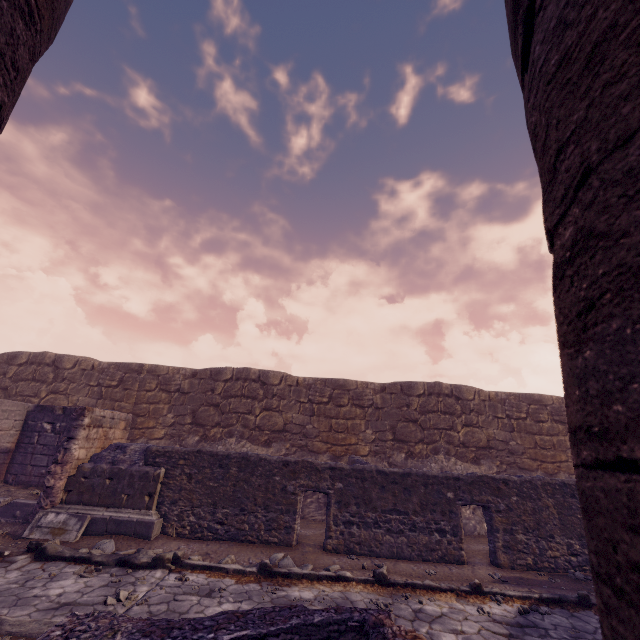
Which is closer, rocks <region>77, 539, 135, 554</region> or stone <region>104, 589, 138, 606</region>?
stone <region>104, 589, 138, 606</region>

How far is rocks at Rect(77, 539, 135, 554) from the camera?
6.3 meters

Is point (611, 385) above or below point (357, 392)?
below

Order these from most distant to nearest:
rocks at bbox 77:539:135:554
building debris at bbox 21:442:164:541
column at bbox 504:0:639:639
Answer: building debris at bbox 21:442:164:541
rocks at bbox 77:539:135:554
column at bbox 504:0:639:639

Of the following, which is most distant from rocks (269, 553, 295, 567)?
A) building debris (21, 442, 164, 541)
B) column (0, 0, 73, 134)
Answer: column (0, 0, 73, 134)

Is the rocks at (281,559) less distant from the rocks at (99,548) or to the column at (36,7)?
the rocks at (99,548)

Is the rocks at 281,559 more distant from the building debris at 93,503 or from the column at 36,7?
the column at 36,7

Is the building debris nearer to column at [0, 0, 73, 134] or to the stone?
the stone
